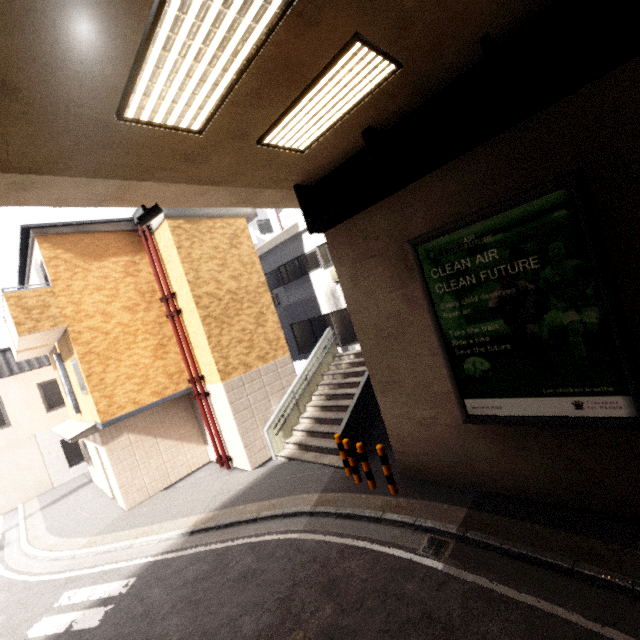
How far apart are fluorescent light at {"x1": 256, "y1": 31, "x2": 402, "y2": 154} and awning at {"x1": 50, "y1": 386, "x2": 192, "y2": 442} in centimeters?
911cm

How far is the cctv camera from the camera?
5.57m

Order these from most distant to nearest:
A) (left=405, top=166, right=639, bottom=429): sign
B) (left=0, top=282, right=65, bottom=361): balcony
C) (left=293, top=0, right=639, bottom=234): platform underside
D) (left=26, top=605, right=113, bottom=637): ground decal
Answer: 1. (left=0, top=282, right=65, bottom=361): balcony
2. (left=26, top=605, right=113, bottom=637): ground decal
3. (left=405, top=166, right=639, bottom=429): sign
4. (left=293, top=0, right=639, bottom=234): platform underside

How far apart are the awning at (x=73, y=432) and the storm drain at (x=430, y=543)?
8.8 meters

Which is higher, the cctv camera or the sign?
the cctv camera

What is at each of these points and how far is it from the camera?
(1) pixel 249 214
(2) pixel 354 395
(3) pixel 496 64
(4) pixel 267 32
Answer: (1) awning, 12.3m
(2) stairs, 9.3m
(3) platform underside, 4.1m
(4) fluorescent light, 3.0m

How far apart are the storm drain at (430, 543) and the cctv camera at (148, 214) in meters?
7.3 m

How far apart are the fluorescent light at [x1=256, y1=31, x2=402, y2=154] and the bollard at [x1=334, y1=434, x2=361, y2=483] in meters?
6.3
